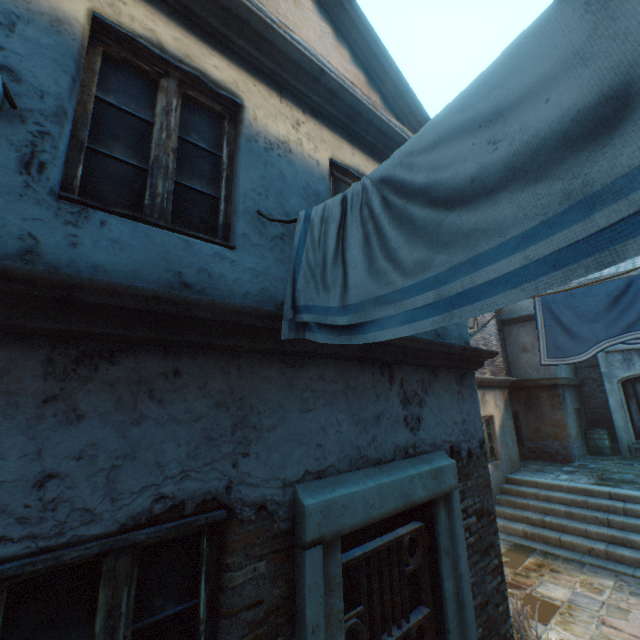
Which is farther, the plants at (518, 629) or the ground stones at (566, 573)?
the ground stones at (566, 573)

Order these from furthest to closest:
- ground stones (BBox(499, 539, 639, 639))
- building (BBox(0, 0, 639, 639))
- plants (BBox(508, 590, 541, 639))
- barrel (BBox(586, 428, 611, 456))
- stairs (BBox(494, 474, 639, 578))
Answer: barrel (BBox(586, 428, 611, 456)) → stairs (BBox(494, 474, 639, 578)) → ground stones (BBox(499, 539, 639, 639)) → plants (BBox(508, 590, 541, 639)) → building (BBox(0, 0, 639, 639))

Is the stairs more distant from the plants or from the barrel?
the barrel

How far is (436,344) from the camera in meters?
3.4 m

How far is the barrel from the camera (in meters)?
12.17

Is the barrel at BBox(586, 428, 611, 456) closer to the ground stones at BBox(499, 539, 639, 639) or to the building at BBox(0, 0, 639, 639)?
the building at BBox(0, 0, 639, 639)

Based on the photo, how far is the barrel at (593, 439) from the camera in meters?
12.2

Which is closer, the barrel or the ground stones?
the ground stones
